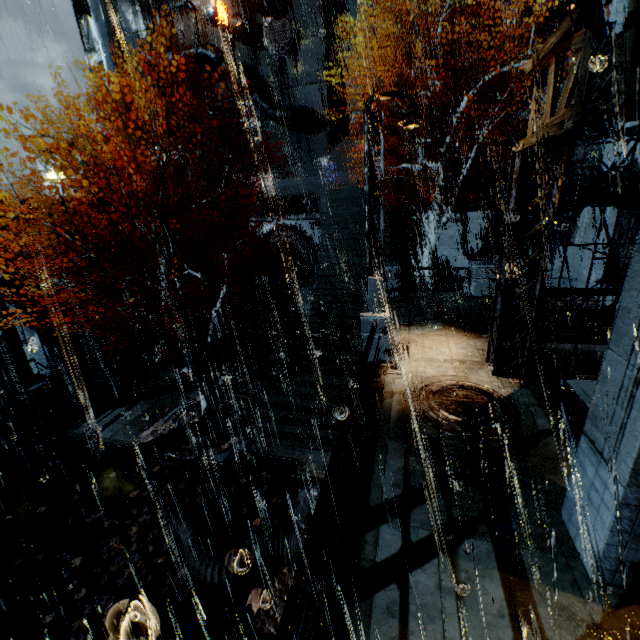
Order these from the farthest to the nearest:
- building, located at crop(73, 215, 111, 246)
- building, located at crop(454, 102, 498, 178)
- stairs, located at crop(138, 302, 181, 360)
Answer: stairs, located at crop(138, 302, 181, 360) < building, located at crop(454, 102, 498, 178) < building, located at crop(73, 215, 111, 246)

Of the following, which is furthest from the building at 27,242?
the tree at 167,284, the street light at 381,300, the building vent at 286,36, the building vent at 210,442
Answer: the building vent at 210,442

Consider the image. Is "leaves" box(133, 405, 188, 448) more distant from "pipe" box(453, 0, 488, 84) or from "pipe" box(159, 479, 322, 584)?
"pipe" box(453, 0, 488, 84)

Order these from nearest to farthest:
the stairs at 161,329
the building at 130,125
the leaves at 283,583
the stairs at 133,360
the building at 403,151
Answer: the leaves at 283,583
the stairs at 133,360
the stairs at 161,329
the building at 403,151
the building at 130,125

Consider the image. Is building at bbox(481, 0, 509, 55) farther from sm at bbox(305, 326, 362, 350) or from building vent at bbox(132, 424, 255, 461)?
sm at bbox(305, 326, 362, 350)

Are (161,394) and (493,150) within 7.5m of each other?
no

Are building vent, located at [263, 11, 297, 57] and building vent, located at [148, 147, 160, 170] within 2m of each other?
no

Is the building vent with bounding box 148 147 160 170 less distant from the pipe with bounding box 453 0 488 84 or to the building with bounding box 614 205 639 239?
the building with bounding box 614 205 639 239
